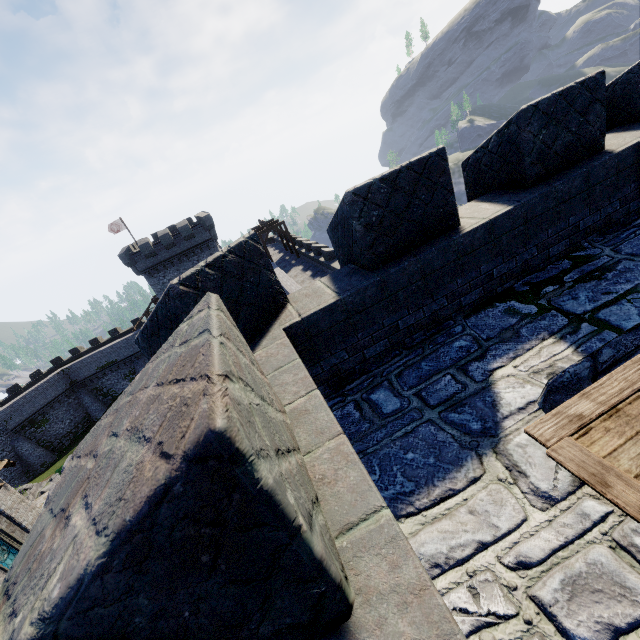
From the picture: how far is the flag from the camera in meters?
42.5 m

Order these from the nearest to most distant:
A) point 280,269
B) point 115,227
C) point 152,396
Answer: point 152,396, point 280,269, point 115,227

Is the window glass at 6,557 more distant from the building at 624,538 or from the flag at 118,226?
the flag at 118,226

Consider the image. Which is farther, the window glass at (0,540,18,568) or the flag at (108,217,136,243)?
the flag at (108,217,136,243)

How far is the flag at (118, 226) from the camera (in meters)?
42.53

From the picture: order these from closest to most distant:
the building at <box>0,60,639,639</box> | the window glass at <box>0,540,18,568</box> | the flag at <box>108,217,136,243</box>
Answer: the building at <box>0,60,639,639</box>
the window glass at <box>0,540,18,568</box>
the flag at <box>108,217,136,243</box>

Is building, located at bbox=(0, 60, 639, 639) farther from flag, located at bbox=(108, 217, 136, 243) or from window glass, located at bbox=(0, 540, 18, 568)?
flag, located at bbox=(108, 217, 136, 243)
